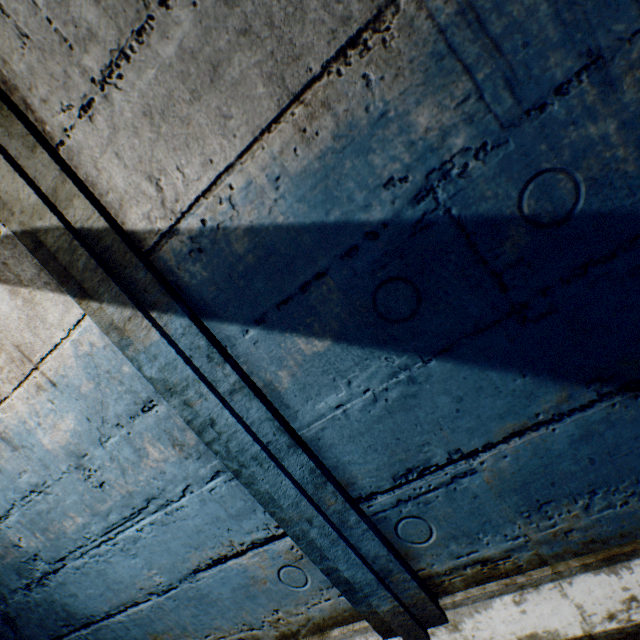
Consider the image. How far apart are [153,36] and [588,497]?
1.6m
